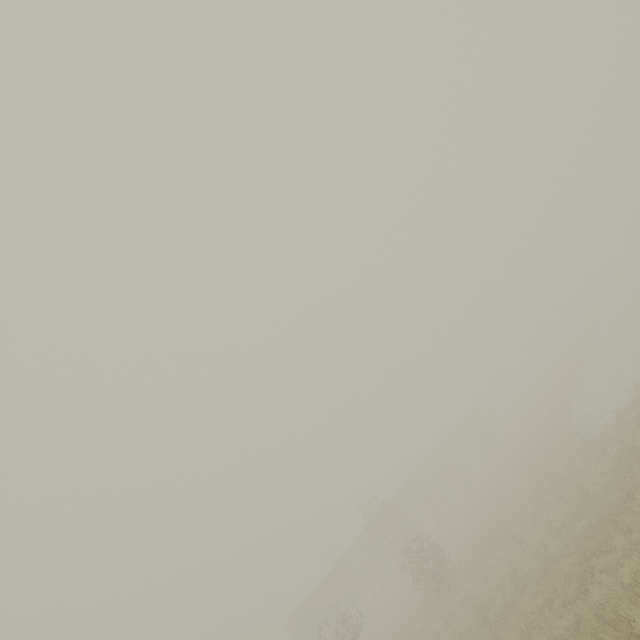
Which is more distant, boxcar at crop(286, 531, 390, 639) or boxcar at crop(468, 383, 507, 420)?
boxcar at crop(468, 383, 507, 420)

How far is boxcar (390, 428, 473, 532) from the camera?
39.03m

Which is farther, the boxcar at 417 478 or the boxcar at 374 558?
the boxcar at 417 478

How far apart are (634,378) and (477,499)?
15.23m

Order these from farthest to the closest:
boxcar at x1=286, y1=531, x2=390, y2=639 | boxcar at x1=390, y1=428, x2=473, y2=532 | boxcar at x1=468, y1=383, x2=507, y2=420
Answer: boxcar at x1=468, y1=383, x2=507, y2=420
boxcar at x1=390, y1=428, x2=473, y2=532
boxcar at x1=286, y1=531, x2=390, y2=639
